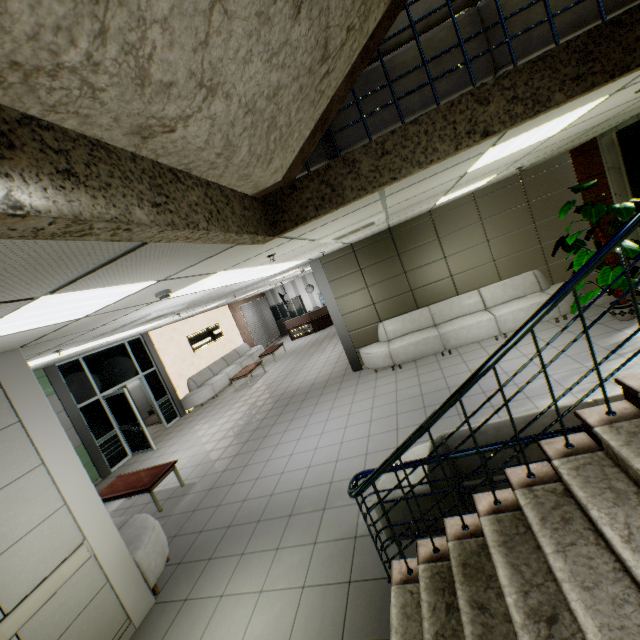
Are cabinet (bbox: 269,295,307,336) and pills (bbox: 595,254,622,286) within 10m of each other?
no

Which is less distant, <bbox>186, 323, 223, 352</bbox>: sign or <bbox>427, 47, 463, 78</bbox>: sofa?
<bbox>427, 47, 463, 78</bbox>: sofa

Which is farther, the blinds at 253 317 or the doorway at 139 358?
the blinds at 253 317

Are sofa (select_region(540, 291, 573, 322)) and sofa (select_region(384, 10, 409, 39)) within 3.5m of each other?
no

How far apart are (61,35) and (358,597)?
3.94m

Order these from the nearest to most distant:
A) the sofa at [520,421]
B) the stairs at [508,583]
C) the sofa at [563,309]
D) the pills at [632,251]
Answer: the stairs at [508,583], the sofa at [520,421], the pills at [632,251], the sofa at [563,309]

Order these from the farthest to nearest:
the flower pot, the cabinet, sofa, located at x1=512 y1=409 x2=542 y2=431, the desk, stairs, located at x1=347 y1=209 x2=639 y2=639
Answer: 1. the cabinet
2. the desk
3. the flower pot
4. sofa, located at x1=512 y1=409 x2=542 y2=431
5. stairs, located at x1=347 y1=209 x2=639 y2=639

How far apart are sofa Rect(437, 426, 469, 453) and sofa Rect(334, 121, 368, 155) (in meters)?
2.44
